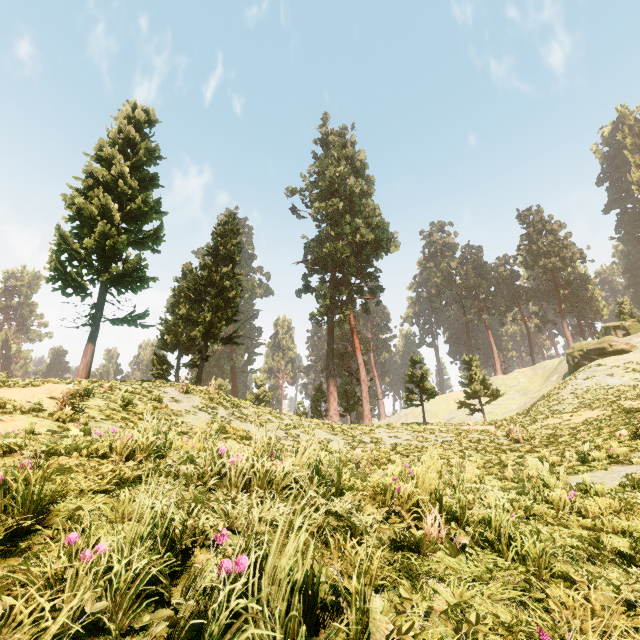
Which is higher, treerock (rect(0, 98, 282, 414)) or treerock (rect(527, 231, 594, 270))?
treerock (rect(527, 231, 594, 270))

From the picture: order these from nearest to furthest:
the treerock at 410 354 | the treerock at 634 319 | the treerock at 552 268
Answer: the treerock at 410 354 < the treerock at 634 319 < the treerock at 552 268

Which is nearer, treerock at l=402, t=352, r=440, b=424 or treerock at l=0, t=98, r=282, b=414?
treerock at l=0, t=98, r=282, b=414

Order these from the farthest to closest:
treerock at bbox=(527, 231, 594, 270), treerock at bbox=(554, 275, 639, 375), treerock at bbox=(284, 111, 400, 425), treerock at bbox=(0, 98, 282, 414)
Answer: treerock at bbox=(527, 231, 594, 270) → treerock at bbox=(284, 111, 400, 425) → treerock at bbox=(554, 275, 639, 375) → treerock at bbox=(0, 98, 282, 414)

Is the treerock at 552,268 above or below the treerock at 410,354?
above

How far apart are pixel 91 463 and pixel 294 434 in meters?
12.0 m
